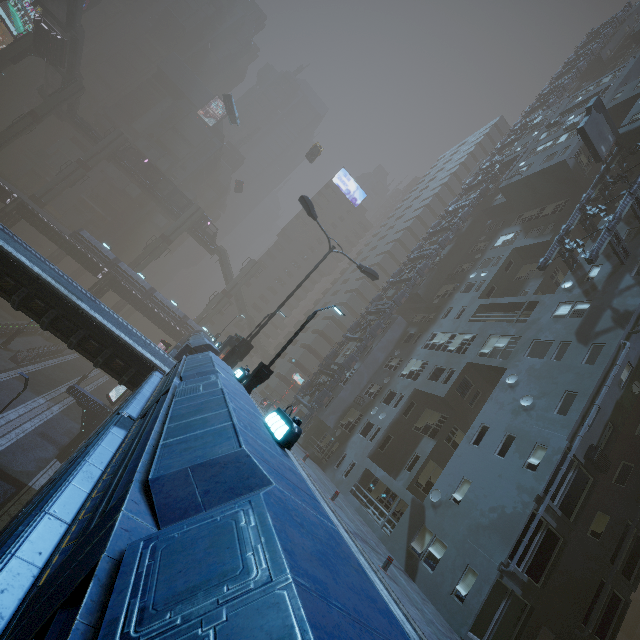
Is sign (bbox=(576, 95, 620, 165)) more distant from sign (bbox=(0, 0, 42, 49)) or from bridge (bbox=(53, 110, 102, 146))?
sign (bbox=(0, 0, 42, 49))

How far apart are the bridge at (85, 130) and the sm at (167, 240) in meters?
15.7 m

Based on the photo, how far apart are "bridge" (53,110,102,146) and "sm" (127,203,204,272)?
15.7 meters

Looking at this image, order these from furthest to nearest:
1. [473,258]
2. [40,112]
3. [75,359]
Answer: [40,112] < [75,359] < [473,258]

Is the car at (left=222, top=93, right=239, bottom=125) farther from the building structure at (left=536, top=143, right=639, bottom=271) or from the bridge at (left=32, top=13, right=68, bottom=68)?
the building structure at (left=536, top=143, right=639, bottom=271)

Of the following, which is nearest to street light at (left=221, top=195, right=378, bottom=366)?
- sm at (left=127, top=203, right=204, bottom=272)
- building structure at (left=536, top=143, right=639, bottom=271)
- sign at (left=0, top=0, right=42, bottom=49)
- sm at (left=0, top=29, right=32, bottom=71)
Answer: building structure at (left=536, top=143, right=639, bottom=271)

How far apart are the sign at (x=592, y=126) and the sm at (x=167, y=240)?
54.1m

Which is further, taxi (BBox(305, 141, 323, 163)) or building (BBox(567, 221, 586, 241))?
taxi (BBox(305, 141, 323, 163))
